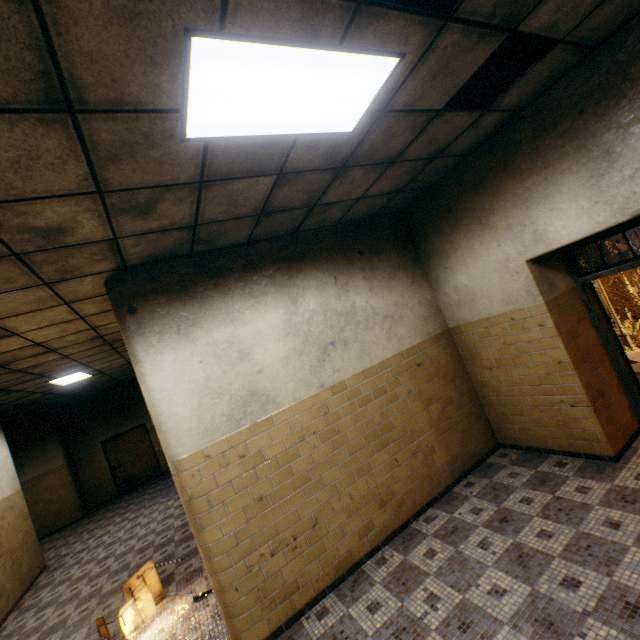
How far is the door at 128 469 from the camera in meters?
12.6 m

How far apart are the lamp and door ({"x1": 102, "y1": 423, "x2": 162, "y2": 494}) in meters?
14.1

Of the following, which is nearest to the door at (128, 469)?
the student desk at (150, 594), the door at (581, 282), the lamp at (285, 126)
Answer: the student desk at (150, 594)

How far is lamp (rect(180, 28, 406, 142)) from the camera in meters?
1.6

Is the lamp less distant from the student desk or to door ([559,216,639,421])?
door ([559,216,639,421])

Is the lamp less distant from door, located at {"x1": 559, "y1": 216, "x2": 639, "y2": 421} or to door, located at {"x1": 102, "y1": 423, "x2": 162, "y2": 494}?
door, located at {"x1": 559, "y1": 216, "x2": 639, "y2": 421}

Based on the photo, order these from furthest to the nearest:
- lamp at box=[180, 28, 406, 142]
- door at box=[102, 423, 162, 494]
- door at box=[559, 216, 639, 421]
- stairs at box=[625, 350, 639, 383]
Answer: door at box=[102, 423, 162, 494] < stairs at box=[625, 350, 639, 383] < door at box=[559, 216, 639, 421] < lamp at box=[180, 28, 406, 142]

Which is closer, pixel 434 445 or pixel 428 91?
pixel 428 91
